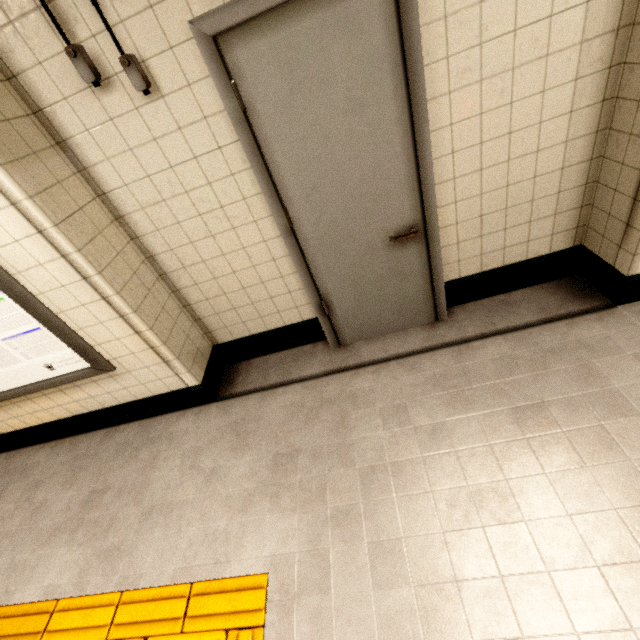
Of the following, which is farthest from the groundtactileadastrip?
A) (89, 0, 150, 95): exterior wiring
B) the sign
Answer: (89, 0, 150, 95): exterior wiring

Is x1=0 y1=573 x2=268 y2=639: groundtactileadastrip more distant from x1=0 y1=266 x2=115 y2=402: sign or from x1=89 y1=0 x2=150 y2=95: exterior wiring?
x1=89 y1=0 x2=150 y2=95: exterior wiring

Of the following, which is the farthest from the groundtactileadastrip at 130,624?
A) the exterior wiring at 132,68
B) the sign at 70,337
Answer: the exterior wiring at 132,68

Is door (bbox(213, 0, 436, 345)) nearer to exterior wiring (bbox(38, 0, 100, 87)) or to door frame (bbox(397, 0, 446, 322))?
door frame (bbox(397, 0, 446, 322))

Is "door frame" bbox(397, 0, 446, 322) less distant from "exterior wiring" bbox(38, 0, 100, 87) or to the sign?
"exterior wiring" bbox(38, 0, 100, 87)

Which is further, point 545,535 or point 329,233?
point 329,233

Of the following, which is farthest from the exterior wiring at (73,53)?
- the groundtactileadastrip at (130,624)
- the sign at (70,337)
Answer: the groundtactileadastrip at (130,624)

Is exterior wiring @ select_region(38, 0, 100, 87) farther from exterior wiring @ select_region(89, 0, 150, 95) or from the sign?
the sign
